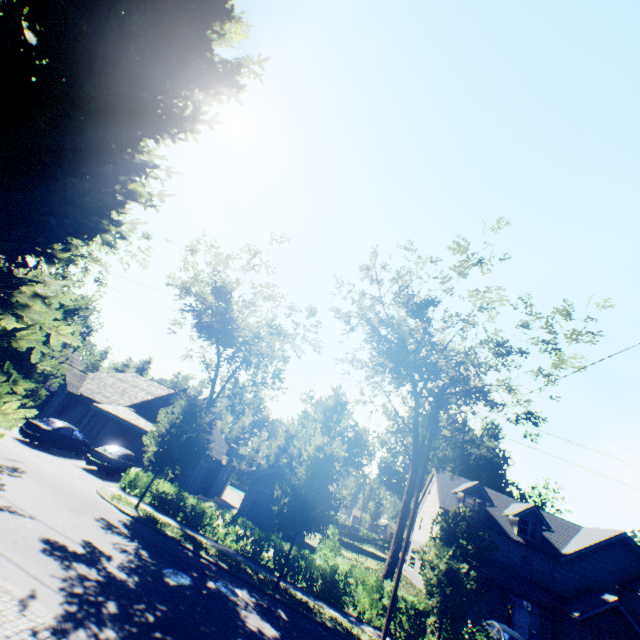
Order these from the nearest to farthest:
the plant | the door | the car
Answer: the car
the door
the plant

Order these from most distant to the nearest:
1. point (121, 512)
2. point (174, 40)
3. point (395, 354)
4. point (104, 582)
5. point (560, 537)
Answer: point (560, 537)
point (395, 354)
point (121, 512)
point (104, 582)
point (174, 40)

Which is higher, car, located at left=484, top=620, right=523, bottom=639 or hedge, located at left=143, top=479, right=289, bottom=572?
car, located at left=484, top=620, right=523, bottom=639

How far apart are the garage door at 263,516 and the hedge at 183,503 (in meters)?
8.74

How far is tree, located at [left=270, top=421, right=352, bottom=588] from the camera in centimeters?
1509cm

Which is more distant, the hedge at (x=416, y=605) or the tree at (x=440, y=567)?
the hedge at (x=416, y=605)

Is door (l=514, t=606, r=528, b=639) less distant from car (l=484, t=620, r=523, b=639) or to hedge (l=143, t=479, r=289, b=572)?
→ car (l=484, t=620, r=523, b=639)

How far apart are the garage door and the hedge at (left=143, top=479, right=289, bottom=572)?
8.74m
